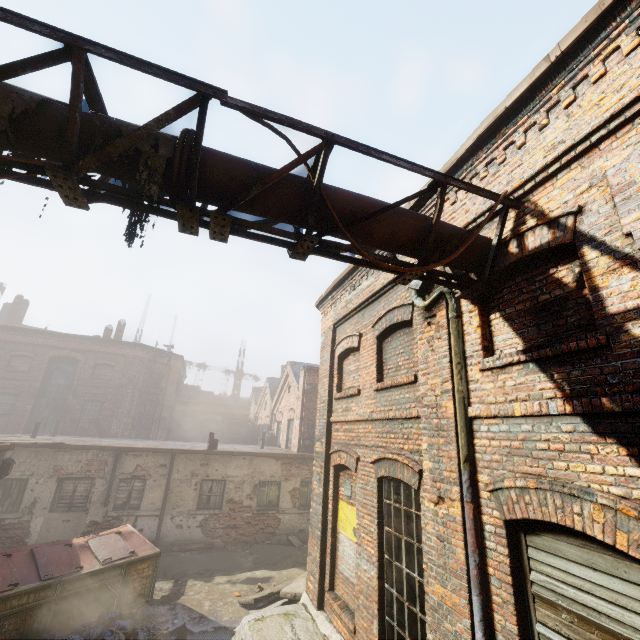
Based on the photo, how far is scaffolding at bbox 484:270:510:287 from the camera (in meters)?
3.96

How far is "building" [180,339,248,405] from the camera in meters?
43.1

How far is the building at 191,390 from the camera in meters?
43.1

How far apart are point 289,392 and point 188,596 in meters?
14.3 m

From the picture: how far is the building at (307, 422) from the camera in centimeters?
1747cm

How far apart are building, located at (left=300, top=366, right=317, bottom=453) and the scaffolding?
15.3m

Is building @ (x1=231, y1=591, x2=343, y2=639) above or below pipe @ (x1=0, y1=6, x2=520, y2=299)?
below

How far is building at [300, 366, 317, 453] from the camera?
17.47m
